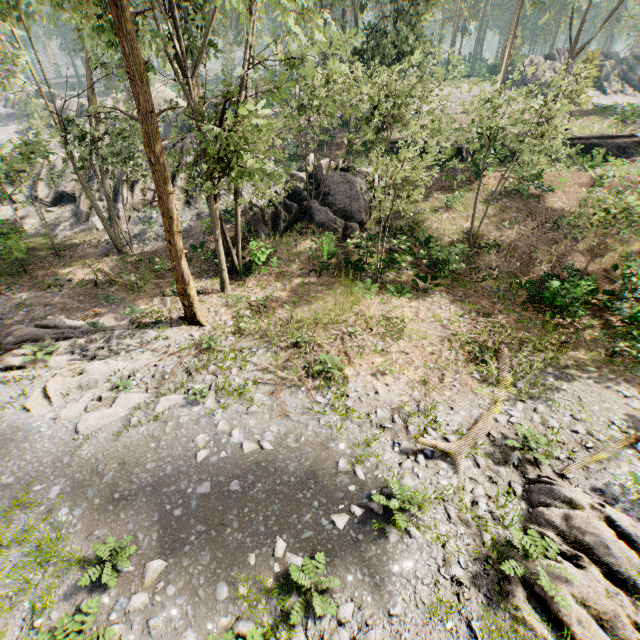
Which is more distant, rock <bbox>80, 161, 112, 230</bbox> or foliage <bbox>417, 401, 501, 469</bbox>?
rock <bbox>80, 161, 112, 230</bbox>

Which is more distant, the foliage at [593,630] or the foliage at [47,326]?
the foliage at [47,326]

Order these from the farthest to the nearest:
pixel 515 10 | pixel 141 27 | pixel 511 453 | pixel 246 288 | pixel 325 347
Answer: pixel 515 10 < pixel 246 288 < pixel 325 347 < pixel 141 27 < pixel 511 453

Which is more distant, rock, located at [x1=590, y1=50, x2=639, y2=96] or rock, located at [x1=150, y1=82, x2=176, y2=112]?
rock, located at [x1=590, y1=50, x2=639, y2=96]

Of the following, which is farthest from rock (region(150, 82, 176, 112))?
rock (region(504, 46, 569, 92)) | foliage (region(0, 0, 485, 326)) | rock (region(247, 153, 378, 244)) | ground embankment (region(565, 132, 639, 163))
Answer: ground embankment (region(565, 132, 639, 163))

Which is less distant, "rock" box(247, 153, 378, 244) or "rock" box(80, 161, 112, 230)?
"rock" box(247, 153, 378, 244)

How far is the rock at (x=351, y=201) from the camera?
20.89m

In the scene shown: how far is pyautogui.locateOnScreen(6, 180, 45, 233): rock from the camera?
27.0 meters
